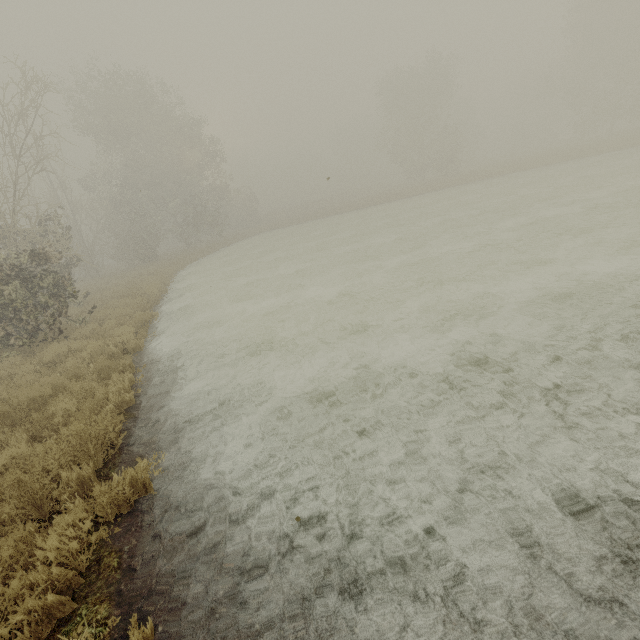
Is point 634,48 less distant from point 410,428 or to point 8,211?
point 410,428
